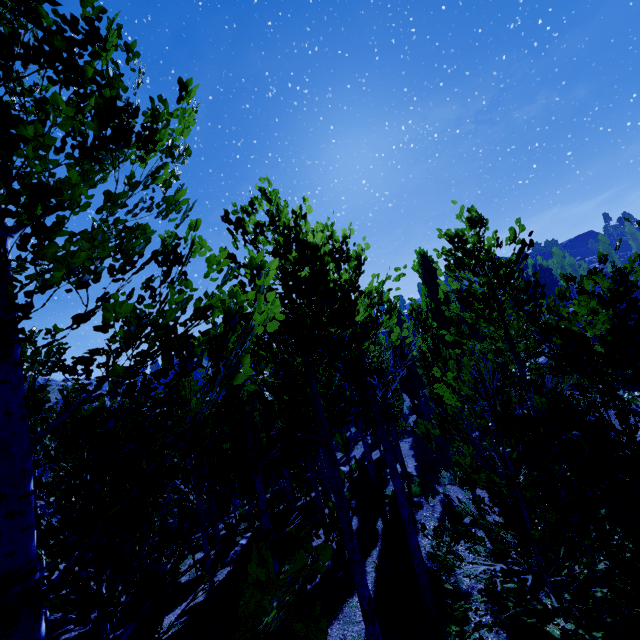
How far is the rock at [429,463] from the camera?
16.7 meters

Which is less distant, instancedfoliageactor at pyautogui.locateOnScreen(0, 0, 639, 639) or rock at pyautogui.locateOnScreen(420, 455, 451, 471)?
instancedfoliageactor at pyautogui.locateOnScreen(0, 0, 639, 639)

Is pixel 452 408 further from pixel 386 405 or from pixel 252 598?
pixel 252 598

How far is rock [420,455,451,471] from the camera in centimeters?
1668cm

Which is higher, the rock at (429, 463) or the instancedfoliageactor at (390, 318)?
the instancedfoliageactor at (390, 318)

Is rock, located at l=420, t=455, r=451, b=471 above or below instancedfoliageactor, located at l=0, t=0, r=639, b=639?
below
